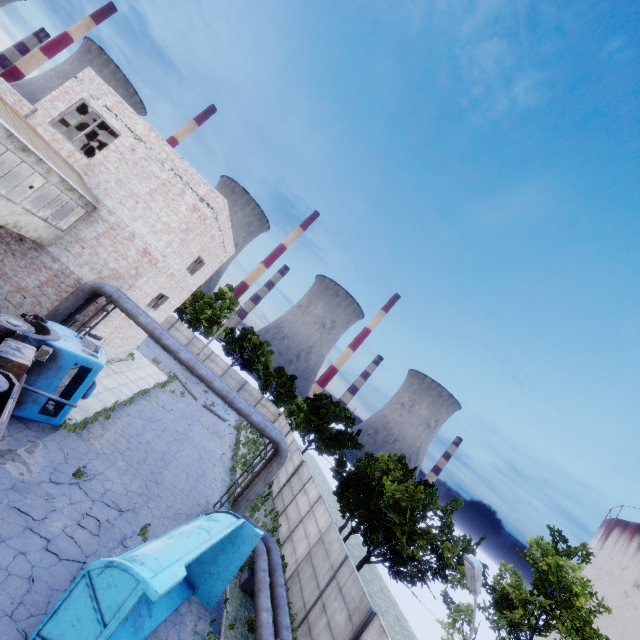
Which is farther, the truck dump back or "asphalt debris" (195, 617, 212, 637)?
"asphalt debris" (195, 617, 212, 637)

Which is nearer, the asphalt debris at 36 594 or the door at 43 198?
the asphalt debris at 36 594

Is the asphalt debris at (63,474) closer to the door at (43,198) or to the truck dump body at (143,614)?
the truck dump body at (143,614)

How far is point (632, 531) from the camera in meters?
58.8

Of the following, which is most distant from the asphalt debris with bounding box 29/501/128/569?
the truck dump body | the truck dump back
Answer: the truck dump back

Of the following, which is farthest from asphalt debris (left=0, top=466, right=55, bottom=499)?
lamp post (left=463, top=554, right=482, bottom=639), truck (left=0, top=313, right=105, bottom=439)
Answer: lamp post (left=463, top=554, right=482, bottom=639)

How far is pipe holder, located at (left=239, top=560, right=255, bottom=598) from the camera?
13.30m

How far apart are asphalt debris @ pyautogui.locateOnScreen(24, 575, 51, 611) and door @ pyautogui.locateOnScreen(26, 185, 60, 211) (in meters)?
19.62
